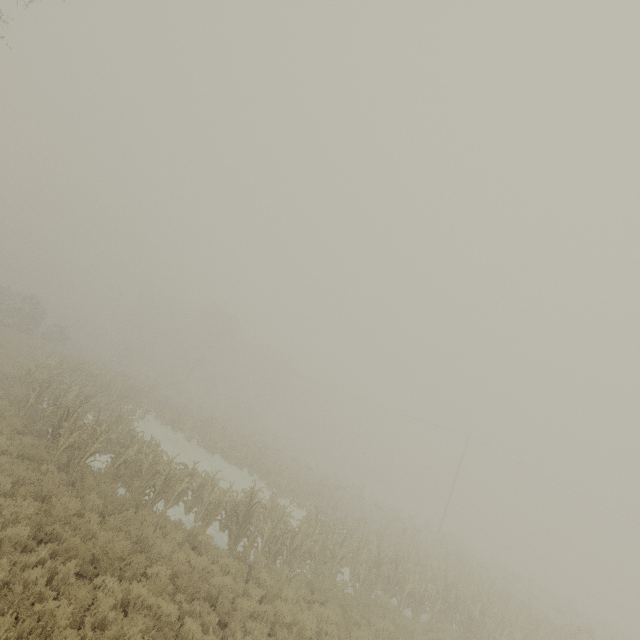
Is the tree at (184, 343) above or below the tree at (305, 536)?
above

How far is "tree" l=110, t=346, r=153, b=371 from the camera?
48.4m

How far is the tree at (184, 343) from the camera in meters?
49.6 m

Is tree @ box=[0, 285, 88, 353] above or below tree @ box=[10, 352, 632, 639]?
above

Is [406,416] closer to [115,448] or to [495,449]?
[495,449]

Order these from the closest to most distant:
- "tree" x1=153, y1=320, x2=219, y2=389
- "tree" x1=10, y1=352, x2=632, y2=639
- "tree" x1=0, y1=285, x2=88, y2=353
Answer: "tree" x1=10, y1=352, x2=632, y2=639, "tree" x1=0, y1=285, x2=88, y2=353, "tree" x1=153, y1=320, x2=219, y2=389

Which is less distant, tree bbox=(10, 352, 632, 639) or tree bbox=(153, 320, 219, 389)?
tree bbox=(10, 352, 632, 639)
